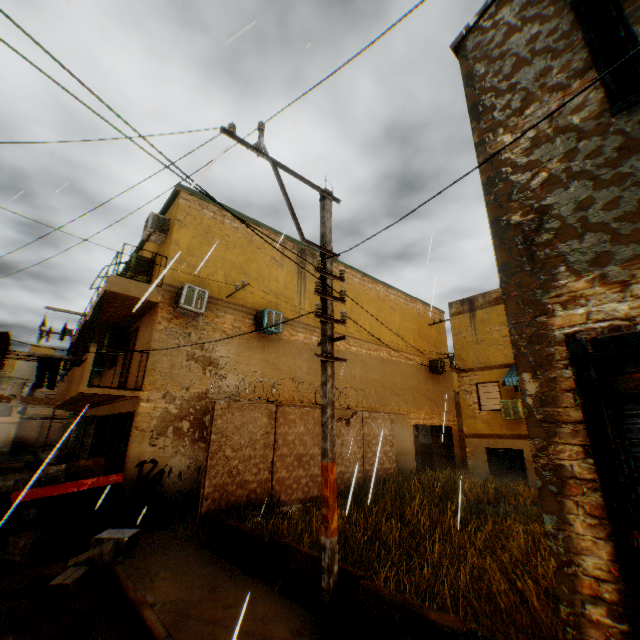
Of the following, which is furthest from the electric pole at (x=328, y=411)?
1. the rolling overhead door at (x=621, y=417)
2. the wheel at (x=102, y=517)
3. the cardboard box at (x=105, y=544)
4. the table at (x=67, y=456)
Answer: the table at (x=67, y=456)

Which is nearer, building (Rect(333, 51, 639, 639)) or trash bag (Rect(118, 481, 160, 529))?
building (Rect(333, 51, 639, 639))

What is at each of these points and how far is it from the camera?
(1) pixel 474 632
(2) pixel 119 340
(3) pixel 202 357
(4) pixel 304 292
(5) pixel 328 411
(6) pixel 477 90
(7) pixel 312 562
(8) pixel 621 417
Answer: (1) trash bag, 3.0 meters
(2) air conditioner, 12.9 meters
(3) building, 11.0 meters
(4) building, 14.9 meters
(5) electric pole, 5.1 meters
(6) building, 4.6 meters
(7) concrete block, 5.1 meters
(8) rolling overhead door, 2.9 meters

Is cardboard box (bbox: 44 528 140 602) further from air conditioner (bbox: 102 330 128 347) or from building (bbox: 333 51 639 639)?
air conditioner (bbox: 102 330 128 347)

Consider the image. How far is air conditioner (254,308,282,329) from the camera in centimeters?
1223cm

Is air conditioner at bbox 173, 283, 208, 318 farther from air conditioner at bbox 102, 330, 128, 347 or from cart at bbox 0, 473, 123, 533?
air conditioner at bbox 102, 330, 128, 347

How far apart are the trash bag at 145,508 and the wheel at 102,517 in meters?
0.4

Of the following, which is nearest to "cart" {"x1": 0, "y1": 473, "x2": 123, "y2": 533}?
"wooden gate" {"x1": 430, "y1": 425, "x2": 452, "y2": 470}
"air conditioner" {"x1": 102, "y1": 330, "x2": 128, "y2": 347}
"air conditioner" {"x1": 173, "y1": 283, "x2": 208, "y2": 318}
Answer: "air conditioner" {"x1": 173, "y1": 283, "x2": 208, "y2": 318}
